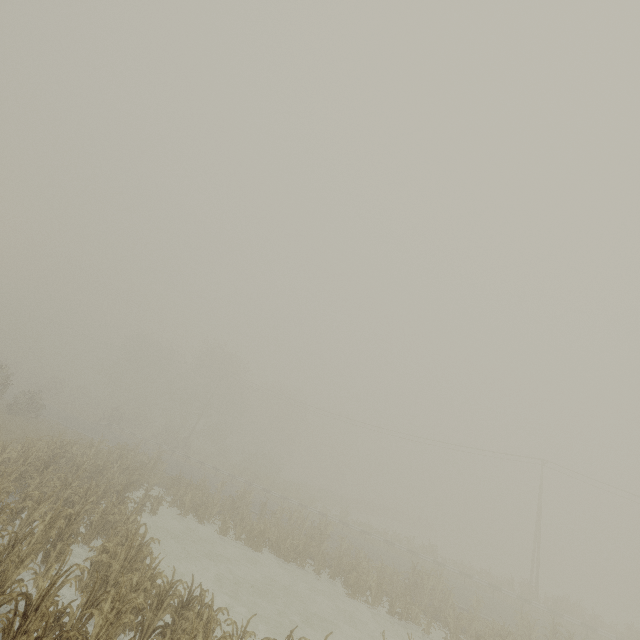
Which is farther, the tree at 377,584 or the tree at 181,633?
the tree at 377,584

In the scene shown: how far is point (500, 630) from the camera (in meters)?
13.92

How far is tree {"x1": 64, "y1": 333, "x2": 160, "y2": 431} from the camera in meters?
47.7 m

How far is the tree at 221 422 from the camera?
46.9 meters

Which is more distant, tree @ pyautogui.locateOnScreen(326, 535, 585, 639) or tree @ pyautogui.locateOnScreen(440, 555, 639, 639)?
tree @ pyautogui.locateOnScreen(440, 555, 639, 639)

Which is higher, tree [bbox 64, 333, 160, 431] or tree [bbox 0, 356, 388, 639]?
tree [bbox 64, 333, 160, 431]

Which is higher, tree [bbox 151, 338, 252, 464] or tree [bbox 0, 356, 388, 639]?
tree [bbox 151, 338, 252, 464]
